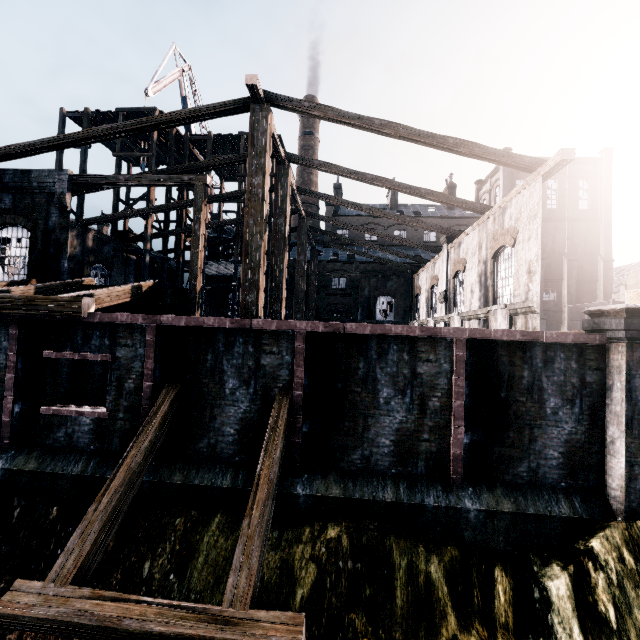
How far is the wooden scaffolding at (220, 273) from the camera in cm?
2855

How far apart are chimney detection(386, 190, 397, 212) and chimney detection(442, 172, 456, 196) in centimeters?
754cm

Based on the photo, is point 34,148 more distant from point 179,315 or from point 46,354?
point 46,354

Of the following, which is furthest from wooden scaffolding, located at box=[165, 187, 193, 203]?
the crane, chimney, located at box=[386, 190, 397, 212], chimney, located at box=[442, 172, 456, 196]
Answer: chimney, located at box=[442, 172, 456, 196]

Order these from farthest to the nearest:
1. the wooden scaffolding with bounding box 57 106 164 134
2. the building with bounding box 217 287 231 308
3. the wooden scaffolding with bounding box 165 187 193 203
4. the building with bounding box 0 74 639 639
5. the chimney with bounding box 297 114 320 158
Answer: the chimney with bounding box 297 114 320 158 → the building with bounding box 217 287 231 308 → the wooden scaffolding with bounding box 165 187 193 203 → the wooden scaffolding with bounding box 57 106 164 134 → the building with bounding box 0 74 639 639

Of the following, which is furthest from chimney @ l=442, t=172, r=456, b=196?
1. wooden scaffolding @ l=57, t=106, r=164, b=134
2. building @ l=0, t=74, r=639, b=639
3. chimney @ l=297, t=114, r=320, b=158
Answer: wooden scaffolding @ l=57, t=106, r=164, b=134

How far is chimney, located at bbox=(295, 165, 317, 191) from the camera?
53.78m

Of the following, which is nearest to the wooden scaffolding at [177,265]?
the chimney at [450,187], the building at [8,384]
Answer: the building at [8,384]
